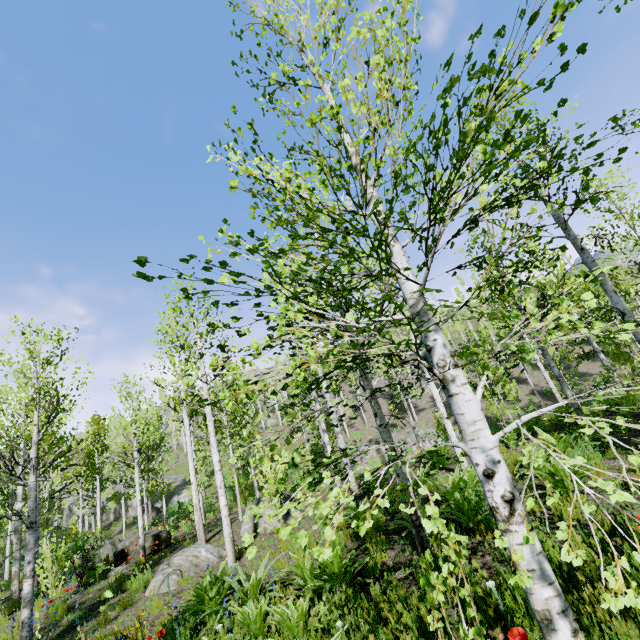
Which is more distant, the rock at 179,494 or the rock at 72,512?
the rock at 72,512

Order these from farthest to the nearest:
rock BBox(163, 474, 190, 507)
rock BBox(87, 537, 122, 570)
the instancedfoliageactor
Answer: rock BBox(163, 474, 190, 507), rock BBox(87, 537, 122, 570), the instancedfoliageactor

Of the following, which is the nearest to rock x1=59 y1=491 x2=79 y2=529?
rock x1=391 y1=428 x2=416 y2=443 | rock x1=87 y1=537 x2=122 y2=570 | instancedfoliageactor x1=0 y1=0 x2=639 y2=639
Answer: instancedfoliageactor x1=0 y1=0 x2=639 y2=639

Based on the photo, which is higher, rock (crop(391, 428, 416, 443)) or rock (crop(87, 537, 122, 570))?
rock (crop(391, 428, 416, 443))

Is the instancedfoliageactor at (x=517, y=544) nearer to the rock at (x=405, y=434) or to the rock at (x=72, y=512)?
the rock at (x=72, y=512)

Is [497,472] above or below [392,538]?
above

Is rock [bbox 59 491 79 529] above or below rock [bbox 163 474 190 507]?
above

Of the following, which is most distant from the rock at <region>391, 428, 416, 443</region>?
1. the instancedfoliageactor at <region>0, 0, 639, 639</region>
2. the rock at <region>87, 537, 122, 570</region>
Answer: the rock at <region>87, 537, 122, 570</region>
